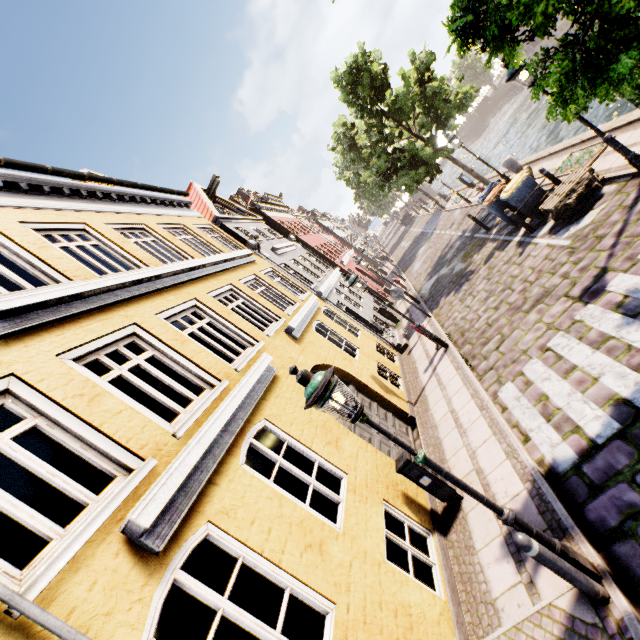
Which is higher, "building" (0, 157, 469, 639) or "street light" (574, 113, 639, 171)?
"building" (0, 157, 469, 639)

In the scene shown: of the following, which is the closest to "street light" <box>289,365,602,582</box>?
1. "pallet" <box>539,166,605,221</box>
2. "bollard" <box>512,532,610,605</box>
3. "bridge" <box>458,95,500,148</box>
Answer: "bollard" <box>512,532,610,605</box>

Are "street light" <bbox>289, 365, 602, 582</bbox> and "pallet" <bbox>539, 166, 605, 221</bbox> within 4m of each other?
no

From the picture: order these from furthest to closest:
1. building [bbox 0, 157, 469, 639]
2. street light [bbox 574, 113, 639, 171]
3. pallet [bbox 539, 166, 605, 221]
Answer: pallet [bbox 539, 166, 605, 221], street light [bbox 574, 113, 639, 171], building [bbox 0, 157, 469, 639]

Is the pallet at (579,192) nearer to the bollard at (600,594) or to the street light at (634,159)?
the street light at (634,159)

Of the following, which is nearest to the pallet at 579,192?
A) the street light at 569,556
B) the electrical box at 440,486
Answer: the electrical box at 440,486

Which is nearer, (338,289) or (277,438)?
(277,438)

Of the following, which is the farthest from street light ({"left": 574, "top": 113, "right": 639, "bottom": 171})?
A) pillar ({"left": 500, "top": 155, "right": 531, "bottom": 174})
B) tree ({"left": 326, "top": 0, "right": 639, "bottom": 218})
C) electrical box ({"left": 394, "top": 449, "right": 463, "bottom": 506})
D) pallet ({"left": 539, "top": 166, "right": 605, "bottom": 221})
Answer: electrical box ({"left": 394, "top": 449, "right": 463, "bottom": 506})
